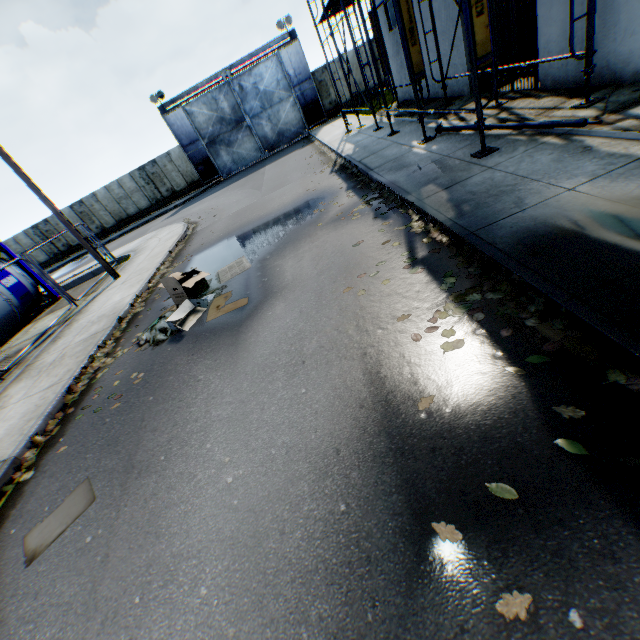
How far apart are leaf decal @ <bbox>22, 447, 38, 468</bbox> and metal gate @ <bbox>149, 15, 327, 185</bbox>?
26.31m

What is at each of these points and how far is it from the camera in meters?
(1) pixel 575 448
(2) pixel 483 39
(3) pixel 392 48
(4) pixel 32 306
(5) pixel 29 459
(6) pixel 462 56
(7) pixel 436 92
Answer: (1) leaf decal, 2.2 m
(2) scaffolding sign, 5.5 m
(3) building, 15.8 m
(4) tank container, 13.2 m
(5) leaf decal, 5.1 m
(6) building, 10.8 m
(7) building, 13.5 m

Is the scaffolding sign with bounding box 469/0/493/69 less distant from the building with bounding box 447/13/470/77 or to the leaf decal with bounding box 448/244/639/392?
the building with bounding box 447/13/470/77

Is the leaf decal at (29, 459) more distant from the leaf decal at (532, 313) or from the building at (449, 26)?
the building at (449, 26)

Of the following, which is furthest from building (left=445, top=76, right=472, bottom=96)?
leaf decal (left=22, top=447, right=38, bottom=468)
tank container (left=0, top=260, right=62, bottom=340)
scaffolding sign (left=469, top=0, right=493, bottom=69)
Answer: tank container (left=0, top=260, right=62, bottom=340)

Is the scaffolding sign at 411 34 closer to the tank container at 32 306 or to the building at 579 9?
the building at 579 9

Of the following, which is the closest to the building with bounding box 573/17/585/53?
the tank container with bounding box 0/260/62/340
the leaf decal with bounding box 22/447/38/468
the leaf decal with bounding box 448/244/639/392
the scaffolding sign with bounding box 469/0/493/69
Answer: the scaffolding sign with bounding box 469/0/493/69

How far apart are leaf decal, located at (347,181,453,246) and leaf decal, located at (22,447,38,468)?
7.06m
